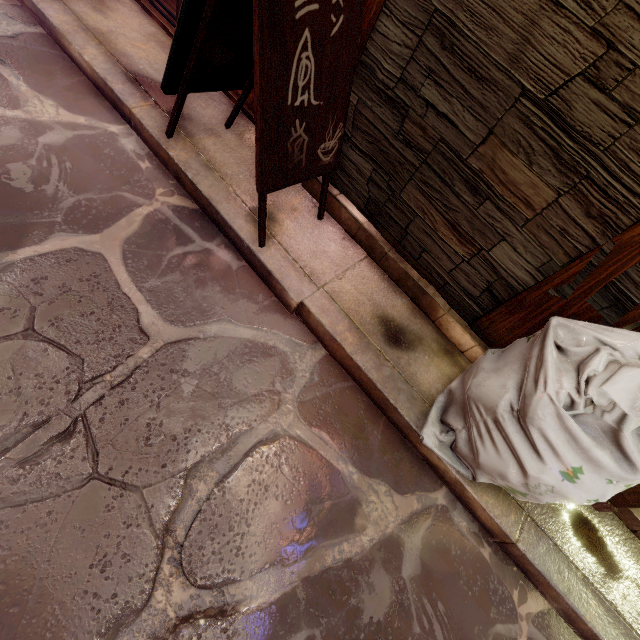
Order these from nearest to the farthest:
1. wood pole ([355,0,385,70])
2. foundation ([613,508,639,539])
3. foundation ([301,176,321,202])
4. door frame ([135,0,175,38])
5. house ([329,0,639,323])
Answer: house ([329,0,639,323]) → wood pole ([355,0,385,70]) → foundation ([613,508,639,539]) → foundation ([301,176,321,202]) → door frame ([135,0,175,38])

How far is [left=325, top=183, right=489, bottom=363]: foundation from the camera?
4.08m

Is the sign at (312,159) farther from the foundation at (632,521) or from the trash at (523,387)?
the foundation at (632,521)

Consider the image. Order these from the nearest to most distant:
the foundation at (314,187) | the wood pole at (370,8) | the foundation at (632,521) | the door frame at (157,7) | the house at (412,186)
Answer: the house at (412,186), the wood pole at (370,8), the foundation at (632,521), the foundation at (314,187), the door frame at (157,7)

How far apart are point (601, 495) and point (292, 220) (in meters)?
4.09

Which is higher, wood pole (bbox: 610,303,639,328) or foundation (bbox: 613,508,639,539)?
wood pole (bbox: 610,303,639,328)

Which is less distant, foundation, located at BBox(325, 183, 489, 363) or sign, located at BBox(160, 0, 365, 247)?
sign, located at BBox(160, 0, 365, 247)
